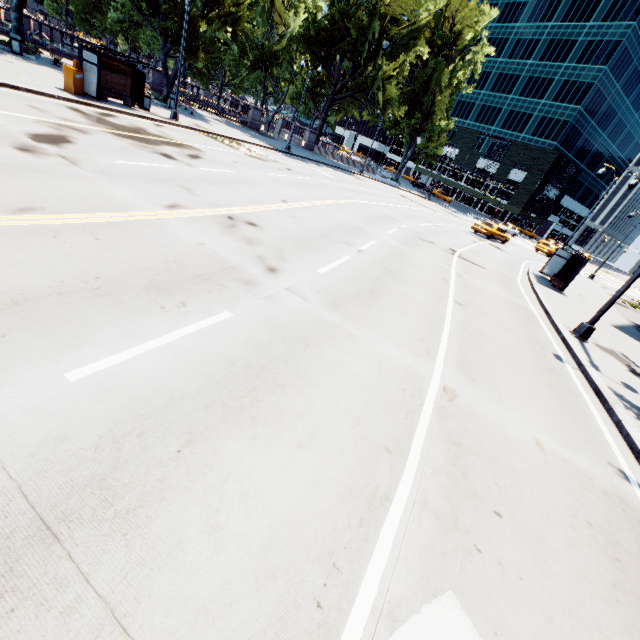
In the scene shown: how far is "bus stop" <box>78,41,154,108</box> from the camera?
15.7 meters

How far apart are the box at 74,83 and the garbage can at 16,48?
9.0 meters

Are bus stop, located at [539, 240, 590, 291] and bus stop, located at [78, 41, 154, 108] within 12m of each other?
no

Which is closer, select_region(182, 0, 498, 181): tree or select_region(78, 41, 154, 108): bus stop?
select_region(78, 41, 154, 108): bus stop

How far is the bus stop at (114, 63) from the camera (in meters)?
15.70

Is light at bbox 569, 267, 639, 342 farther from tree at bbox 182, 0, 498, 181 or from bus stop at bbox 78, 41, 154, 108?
bus stop at bbox 78, 41, 154, 108

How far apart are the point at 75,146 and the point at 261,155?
15.4 meters

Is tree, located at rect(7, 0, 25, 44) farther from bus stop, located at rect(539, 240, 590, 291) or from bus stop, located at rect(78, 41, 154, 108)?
bus stop, located at rect(539, 240, 590, 291)
